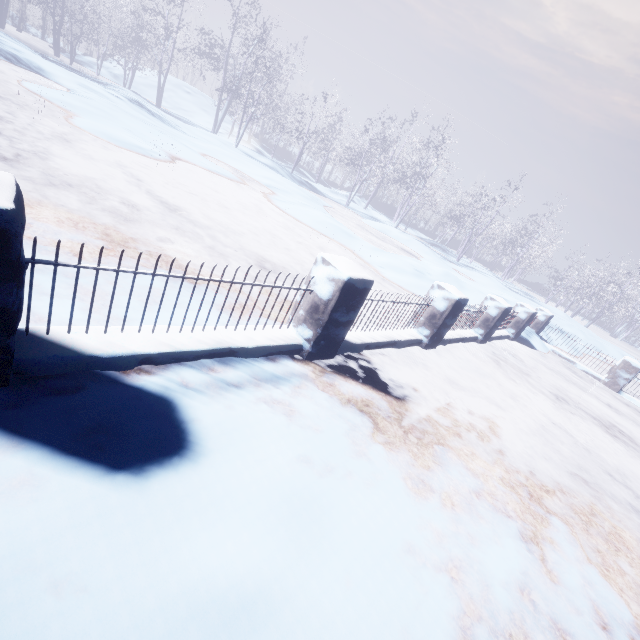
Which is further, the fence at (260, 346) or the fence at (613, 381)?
the fence at (613, 381)

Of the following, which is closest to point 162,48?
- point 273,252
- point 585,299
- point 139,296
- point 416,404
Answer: point 273,252

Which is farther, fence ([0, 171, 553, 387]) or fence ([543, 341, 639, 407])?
fence ([543, 341, 639, 407])
